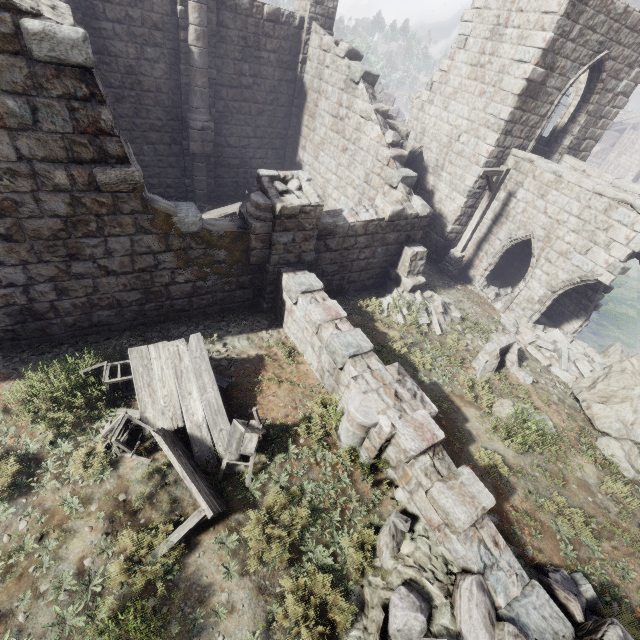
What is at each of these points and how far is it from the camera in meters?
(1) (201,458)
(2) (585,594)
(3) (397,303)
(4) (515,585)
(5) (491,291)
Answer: (1) broken furniture, 5.9 m
(2) rubble, 5.2 m
(3) rubble, 10.9 m
(4) rubble, 4.7 m
(5) rubble, 15.0 m

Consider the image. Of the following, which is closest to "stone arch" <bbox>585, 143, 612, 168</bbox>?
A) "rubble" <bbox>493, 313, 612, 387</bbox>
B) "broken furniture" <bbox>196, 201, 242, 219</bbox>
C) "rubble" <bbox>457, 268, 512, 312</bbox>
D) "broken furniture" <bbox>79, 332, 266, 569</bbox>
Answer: "rubble" <bbox>457, 268, 512, 312</bbox>

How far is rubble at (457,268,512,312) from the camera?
14.7m

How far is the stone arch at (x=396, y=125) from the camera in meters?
16.3 m

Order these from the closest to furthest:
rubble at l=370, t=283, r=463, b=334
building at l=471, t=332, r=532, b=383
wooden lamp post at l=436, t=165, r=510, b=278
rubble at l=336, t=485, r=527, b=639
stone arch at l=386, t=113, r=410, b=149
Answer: rubble at l=336, t=485, r=527, b=639 → building at l=471, t=332, r=532, b=383 → rubble at l=370, t=283, r=463, b=334 → wooden lamp post at l=436, t=165, r=510, b=278 → stone arch at l=386, t=113, r=410, b=149

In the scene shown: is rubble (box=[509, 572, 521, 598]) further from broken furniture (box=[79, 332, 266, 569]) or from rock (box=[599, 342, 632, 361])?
rock (box=[599, 342, 632, 361])

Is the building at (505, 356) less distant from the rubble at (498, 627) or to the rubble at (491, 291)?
the rubble at (498, 627)

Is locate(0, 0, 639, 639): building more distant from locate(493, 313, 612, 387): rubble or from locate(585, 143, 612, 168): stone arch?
locate(585, 143, 612, 168): stone arch
